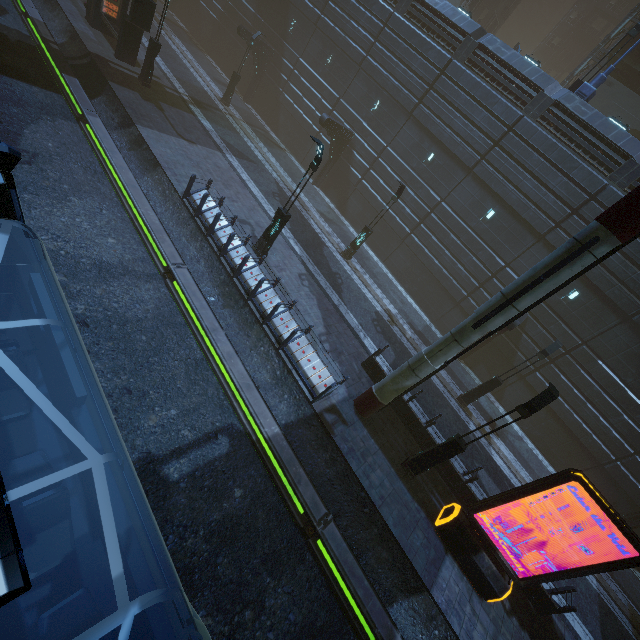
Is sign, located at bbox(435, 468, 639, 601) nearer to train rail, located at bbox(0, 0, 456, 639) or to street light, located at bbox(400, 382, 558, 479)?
street light, located at bbox(400, 382, 558, 479)

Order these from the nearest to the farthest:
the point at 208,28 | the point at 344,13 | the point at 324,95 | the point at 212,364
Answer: the point at 212,364 → the point at 344,13 → the point at 324,95 → the point at 208,28

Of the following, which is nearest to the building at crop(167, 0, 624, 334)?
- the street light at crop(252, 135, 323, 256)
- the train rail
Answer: the train rail

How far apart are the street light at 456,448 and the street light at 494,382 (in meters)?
6.67

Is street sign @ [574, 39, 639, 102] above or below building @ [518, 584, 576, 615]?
above

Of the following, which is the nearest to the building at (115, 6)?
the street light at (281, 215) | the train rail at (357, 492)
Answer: the train rail at (357, 492)

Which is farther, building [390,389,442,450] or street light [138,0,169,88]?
street light [138,0,169,88]
